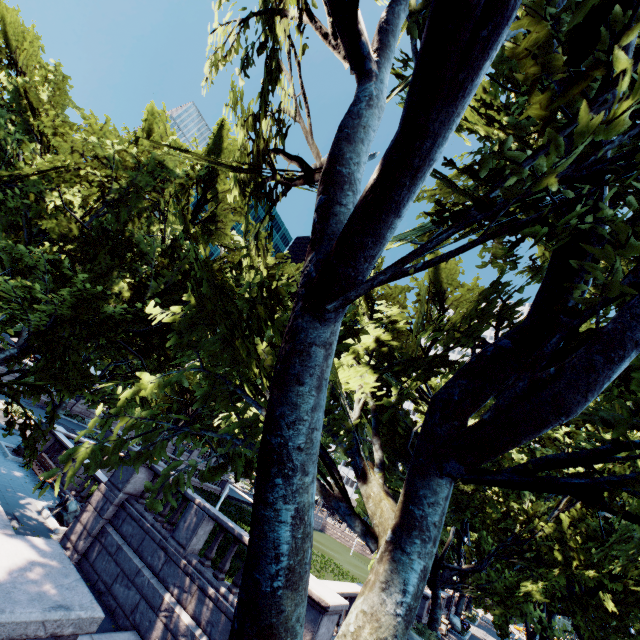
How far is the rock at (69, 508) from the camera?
13.6m

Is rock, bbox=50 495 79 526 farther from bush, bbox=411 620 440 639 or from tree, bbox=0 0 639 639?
bush, bbox=411 620 440 639

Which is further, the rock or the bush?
the bush

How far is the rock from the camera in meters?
13.6 m

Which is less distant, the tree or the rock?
the tree

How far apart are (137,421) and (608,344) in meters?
22.8

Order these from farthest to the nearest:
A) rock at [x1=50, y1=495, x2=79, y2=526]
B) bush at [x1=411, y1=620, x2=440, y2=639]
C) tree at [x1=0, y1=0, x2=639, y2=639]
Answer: bush at [x1=411, y1=620, x2=440, y2=639], rock at [x1=50, y1=495, x2=79, y2=526], tree at [x1=0, y1=0, x2=639, y2=639]

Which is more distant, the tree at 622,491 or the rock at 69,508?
the rock at 69,508
